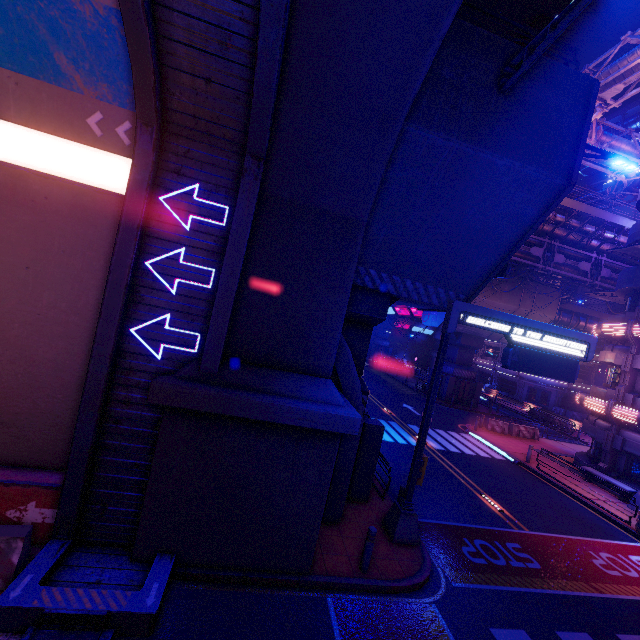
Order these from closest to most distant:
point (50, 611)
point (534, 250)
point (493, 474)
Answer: point (50, 611), point (493, 474), point (534, 250)

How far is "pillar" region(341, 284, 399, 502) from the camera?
10.9 meters

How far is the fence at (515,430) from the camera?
25.12m

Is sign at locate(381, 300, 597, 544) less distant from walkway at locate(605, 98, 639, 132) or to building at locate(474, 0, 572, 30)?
building at locate(474, 0, 572, 30)

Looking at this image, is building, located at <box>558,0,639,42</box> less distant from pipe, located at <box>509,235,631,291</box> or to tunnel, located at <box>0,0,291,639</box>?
pipe, located at <box>509,235,631,291</box>

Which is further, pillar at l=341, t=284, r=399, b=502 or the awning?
the awning

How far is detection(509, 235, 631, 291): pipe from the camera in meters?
27.1

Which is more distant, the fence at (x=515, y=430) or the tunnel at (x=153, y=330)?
the fence at (x=515, y=430)
